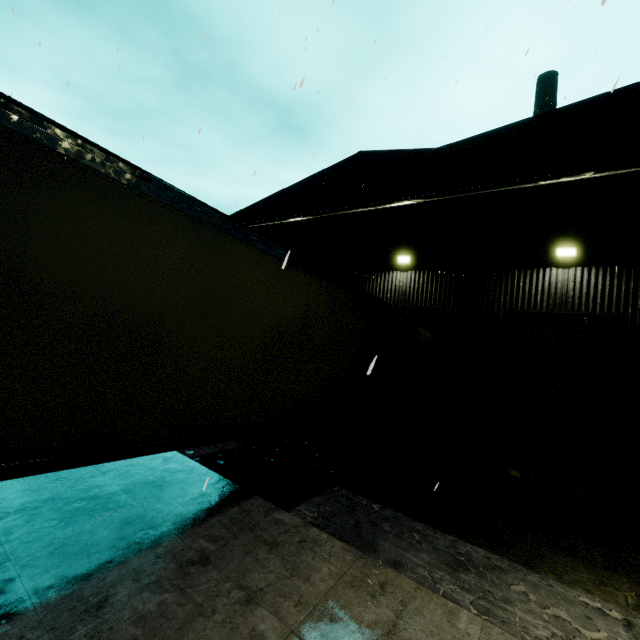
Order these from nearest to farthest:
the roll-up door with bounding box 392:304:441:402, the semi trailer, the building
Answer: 1. the semi trailer
2. the building
3. the roll-up door with bounding box 392:304:441:402

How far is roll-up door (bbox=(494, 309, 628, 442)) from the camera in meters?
9.0

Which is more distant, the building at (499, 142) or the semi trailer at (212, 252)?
the building at (499, 142)

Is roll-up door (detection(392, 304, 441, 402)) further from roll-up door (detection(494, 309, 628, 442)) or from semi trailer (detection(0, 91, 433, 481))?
roll-up door (detection(494, 309, 628, 442))

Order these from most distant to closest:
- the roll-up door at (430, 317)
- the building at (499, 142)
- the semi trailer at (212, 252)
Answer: the roll-up door at (430, 317) < the building at (499, 142) < the semi trailer at (212, 252)

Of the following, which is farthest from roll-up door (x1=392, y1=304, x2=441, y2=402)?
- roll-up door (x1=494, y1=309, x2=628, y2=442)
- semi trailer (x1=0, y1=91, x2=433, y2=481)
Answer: roll-up door (x1=494, y1=309, x2=628, y2=442)

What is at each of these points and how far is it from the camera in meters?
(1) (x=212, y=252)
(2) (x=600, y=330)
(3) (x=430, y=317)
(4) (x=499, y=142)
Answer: (1) semi trailer, 3.9 m
(2) roll-up door, 9.3 m
(3) roll-up door, 12.1 m
(4) building, 11.4 m

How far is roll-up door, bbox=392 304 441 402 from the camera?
11.6 meters
